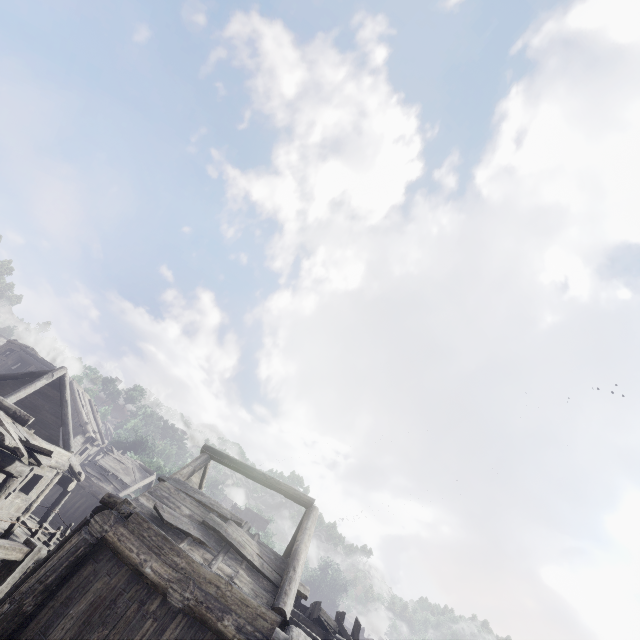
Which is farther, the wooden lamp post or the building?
the building

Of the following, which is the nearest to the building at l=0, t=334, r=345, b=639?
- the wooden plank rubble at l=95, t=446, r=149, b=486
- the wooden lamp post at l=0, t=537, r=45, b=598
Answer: the wooden plank rubble at l=95, t=446, r=149, b=486

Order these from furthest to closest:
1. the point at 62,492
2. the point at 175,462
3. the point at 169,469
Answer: the point at 175,462 < the point at 169,469 < the point at 62,492

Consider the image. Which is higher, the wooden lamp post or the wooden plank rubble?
the wooden plank rubble

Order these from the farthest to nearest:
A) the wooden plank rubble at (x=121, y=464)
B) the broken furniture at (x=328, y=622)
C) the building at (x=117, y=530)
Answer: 1. the wooden plank rubble at (x=121, y=464)
2. the broken furniture at (x=328, y=622)
3. the building at (x=117, y=530)

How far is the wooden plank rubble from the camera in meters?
28.5

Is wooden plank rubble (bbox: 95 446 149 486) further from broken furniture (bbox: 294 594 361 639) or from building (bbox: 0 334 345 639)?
broken furniture (bbox: 294 594 361 639)

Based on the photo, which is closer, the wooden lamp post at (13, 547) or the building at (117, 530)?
the wooden lamp post at (13, 547)
